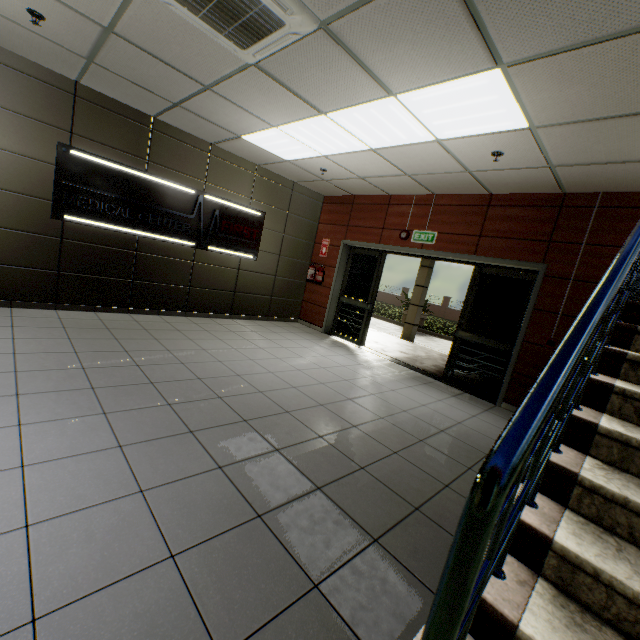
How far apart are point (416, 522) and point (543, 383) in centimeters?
175cm

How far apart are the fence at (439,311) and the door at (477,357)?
23.7m

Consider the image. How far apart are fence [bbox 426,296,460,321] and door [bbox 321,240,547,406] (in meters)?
23.72

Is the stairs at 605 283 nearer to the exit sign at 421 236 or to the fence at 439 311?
the exit sign at 421 236

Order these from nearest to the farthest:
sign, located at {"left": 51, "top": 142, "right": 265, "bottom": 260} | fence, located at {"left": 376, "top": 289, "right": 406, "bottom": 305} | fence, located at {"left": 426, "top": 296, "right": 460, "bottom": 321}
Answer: sign, located at {"left": 51, "top": 142, "right": 265, "bottom": 260}, fence, located at {"left": 426, "top": 296, "right": 460, "bottom": 321}, fence, located at {"left": 376, "top": 289, "right": 406, "bottom": 305}

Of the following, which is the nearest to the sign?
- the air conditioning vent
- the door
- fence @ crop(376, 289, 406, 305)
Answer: the door

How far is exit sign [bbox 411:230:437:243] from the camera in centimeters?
595cm

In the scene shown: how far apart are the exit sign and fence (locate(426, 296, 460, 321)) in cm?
2422
